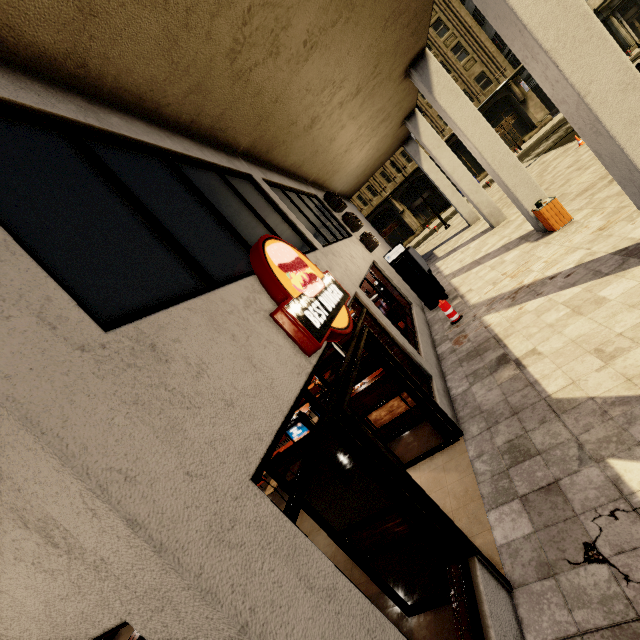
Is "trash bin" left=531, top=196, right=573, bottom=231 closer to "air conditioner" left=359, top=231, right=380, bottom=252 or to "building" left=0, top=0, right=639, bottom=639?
"building" left=0, top=0, right=639, bottom=639

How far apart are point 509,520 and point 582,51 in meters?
5.9 m

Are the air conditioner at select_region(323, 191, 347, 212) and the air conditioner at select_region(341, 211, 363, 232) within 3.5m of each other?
yes

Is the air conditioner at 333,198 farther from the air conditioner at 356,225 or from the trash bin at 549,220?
the trash bin at 549,220

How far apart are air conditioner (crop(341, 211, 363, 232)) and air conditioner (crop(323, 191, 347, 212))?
0.19m

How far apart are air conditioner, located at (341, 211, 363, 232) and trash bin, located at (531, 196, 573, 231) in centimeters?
489cm

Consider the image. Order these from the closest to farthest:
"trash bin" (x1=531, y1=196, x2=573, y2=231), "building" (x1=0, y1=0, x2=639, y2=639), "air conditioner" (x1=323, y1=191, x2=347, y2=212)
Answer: "building" (x1=0, y1=0, x2=639, y2=639)
"trash bin" (x1=531, y1=196, x2=573, y2=231)
"air conditioner" (x1=323, y1=191, x2=347, y2=212)

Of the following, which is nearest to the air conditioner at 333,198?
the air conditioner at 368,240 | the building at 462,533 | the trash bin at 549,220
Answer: the building at 462,533
